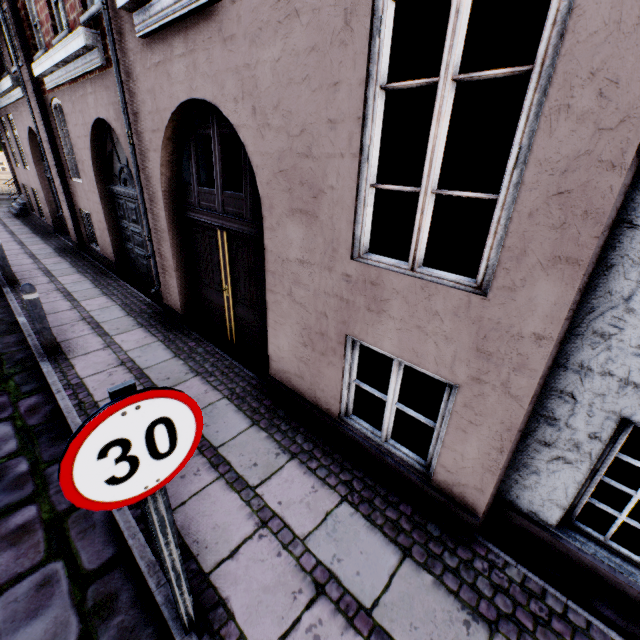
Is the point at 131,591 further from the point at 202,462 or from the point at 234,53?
the point at 234,53

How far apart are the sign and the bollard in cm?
444

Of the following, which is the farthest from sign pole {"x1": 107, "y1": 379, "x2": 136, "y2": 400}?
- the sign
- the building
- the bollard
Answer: the bollard

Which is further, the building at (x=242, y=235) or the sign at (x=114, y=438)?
the building at (x=242, y=235)

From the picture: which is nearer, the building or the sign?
the sign

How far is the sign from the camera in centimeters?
117cm

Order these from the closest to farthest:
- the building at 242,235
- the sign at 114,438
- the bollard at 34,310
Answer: the sign at 114,438
the building at 242,235
the bollard at 34,310

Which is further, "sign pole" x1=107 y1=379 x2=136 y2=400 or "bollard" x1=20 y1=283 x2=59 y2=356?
"bollard" x1=20 y1=283 x2=59 y2=356
